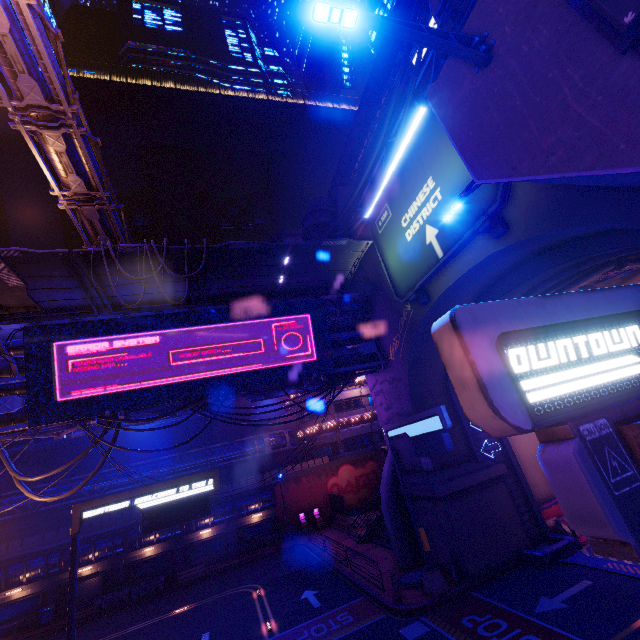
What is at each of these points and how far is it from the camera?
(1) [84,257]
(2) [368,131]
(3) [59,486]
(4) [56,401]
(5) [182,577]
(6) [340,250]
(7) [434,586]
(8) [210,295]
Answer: (1) awning, 12.2m
(2) walkway, 44.2m
(3) pipe, 29.3m
(4) sign, 14.0m
(5) plant holder, 27.1m
(6) awning, 16.2m
(7) sign, 14.1m
(8) awning, 16.8m

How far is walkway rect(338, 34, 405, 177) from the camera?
36.8m

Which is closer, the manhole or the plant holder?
the manhole

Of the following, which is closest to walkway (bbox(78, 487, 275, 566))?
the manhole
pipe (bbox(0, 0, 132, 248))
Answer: pipe (bbox(0, 0, 132, 248))

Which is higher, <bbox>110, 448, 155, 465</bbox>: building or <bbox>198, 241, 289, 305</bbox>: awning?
<bbox>198, 241, 289, 305</bbox>: awning

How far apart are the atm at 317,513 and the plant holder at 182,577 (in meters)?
10.97

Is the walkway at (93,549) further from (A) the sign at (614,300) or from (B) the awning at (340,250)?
(B) the awning at (340,250)

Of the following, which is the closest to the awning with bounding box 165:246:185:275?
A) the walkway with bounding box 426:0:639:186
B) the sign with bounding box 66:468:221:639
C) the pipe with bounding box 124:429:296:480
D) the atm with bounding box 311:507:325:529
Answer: the sign with bounding box 66:468:221:639
